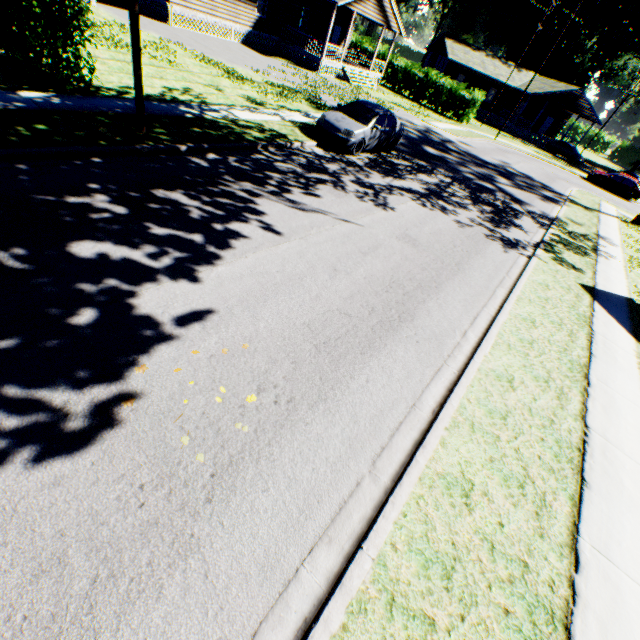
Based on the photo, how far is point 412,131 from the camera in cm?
2106

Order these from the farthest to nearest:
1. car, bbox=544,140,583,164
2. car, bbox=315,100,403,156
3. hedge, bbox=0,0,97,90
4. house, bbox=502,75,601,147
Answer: house, bbox=502,75,601,147, car, bbox=544,140,583,164, car, bbox=315,100,403,156, hedge, bbox=0,0,97,90

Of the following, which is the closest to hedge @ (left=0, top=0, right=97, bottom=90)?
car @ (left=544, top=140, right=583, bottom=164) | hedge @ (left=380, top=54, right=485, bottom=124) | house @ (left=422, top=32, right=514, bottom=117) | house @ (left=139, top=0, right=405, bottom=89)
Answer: house @ (left=139, top=0, right=405, bottom=89)

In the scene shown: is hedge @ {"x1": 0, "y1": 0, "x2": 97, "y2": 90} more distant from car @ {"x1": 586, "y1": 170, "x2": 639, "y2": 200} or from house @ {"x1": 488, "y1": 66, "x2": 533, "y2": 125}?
house @ {"x1": 488, "y1": 66, "x2": 533, "y2": 125}

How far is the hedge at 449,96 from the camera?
32.6 meters

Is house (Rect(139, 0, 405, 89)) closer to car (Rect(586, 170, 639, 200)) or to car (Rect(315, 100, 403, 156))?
car (Rect(315, 100, 403, 156))

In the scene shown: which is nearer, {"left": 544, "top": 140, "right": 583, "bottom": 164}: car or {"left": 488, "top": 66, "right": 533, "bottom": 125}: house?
{"left": 544, "top": 140, "right": 583, "bottom": 164}: car

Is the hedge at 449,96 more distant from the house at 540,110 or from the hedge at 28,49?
the hedge at 28,49
